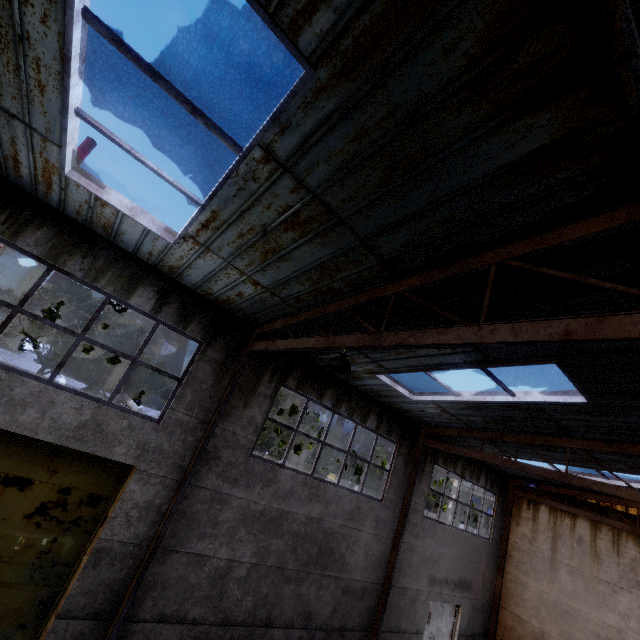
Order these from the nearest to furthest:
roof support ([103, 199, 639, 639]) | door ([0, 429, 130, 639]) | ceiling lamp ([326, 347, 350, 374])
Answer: roof support ([103, 199, 639, 639]) < ceiling lamp ([326, 347, 350, 374]) < door ([0, 429, 130, 639])

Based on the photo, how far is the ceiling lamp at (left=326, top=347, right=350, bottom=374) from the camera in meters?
5.1 m

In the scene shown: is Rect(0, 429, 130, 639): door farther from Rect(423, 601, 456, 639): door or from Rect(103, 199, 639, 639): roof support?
Rect(423, 601, 456, 639): door

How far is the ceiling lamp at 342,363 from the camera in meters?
5.1 m

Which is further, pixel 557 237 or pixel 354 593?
pixel 354 593

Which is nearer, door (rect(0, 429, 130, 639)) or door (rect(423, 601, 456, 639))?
door (rect(0, 429, 130, 639))

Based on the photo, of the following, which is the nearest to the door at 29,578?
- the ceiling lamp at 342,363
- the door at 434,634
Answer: the ceiling lamp at 342,363
